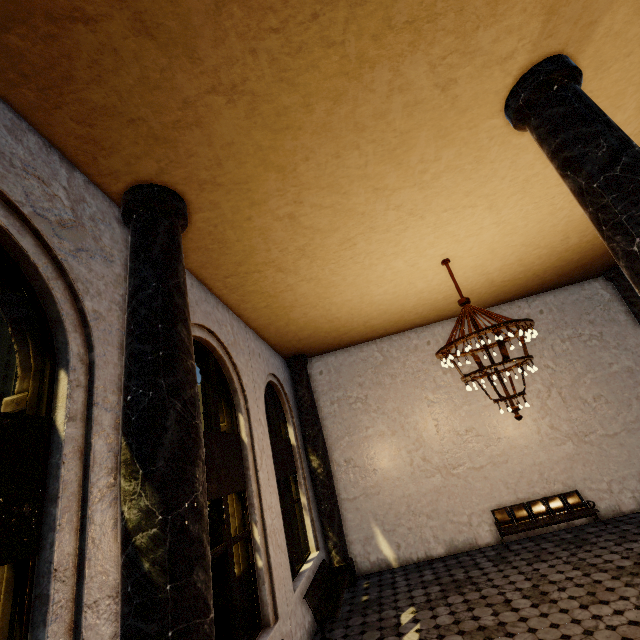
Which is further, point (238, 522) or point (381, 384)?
point (381, 384)
